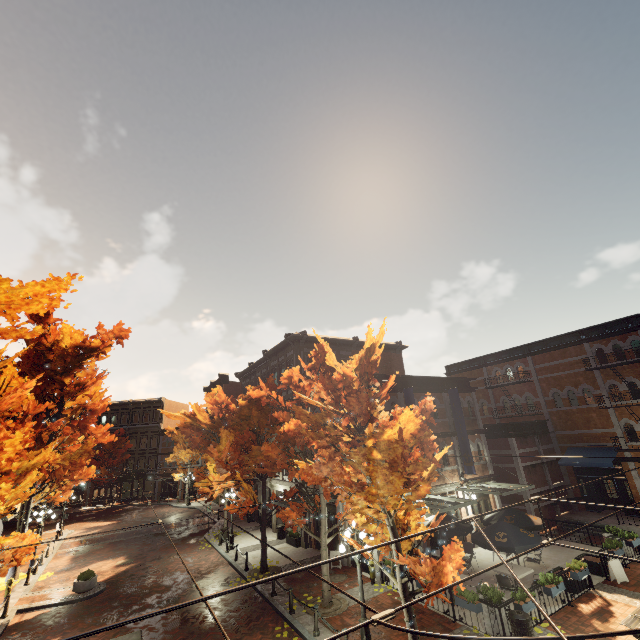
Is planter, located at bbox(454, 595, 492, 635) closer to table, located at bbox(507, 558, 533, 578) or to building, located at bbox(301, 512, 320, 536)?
table, located at bbox(507, 558, 533, 578)

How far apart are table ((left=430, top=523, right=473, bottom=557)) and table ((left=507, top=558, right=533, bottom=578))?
1.6m

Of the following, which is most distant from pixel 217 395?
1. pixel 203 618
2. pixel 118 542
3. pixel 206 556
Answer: pixel 118 542

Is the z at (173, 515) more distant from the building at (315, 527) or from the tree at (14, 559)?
the building at (315, 527)

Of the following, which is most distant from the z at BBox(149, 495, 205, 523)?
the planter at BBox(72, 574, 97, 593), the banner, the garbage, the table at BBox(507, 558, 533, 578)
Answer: the garbage

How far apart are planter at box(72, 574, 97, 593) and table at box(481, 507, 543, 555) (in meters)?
19.15

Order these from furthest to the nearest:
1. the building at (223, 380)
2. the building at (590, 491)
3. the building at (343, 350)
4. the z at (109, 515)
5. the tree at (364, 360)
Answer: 1. the building at (223, 380)
2. the z at (109, 515)
3. the building at (343, 350)
4. the building at (590, 491)
5. the tree at (364, 360)

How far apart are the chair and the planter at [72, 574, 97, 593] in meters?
19.6
